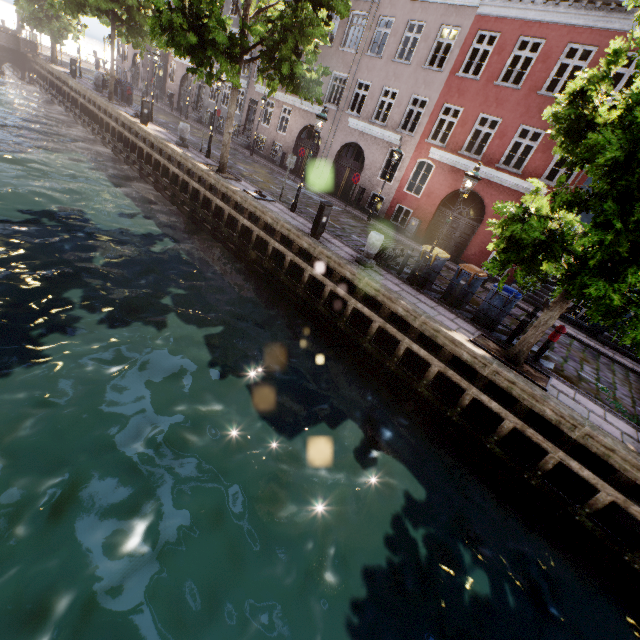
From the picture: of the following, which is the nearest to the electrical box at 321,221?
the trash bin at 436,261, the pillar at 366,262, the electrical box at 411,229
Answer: the pillar at 366,262

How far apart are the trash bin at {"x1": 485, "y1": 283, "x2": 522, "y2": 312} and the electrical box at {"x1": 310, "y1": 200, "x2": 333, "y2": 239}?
5.5m

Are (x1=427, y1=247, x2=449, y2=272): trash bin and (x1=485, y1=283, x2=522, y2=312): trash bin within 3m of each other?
yes

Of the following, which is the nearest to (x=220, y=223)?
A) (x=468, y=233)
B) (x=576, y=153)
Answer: (x=576, y=153)

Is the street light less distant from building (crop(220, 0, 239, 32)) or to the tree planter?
the tree planter

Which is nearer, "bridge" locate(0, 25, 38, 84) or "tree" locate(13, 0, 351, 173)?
"tree" locate(13, 0, 351, 173)

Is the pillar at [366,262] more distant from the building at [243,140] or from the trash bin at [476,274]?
the building at [243,140]

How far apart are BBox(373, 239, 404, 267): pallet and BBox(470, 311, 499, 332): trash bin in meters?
3.2 m
